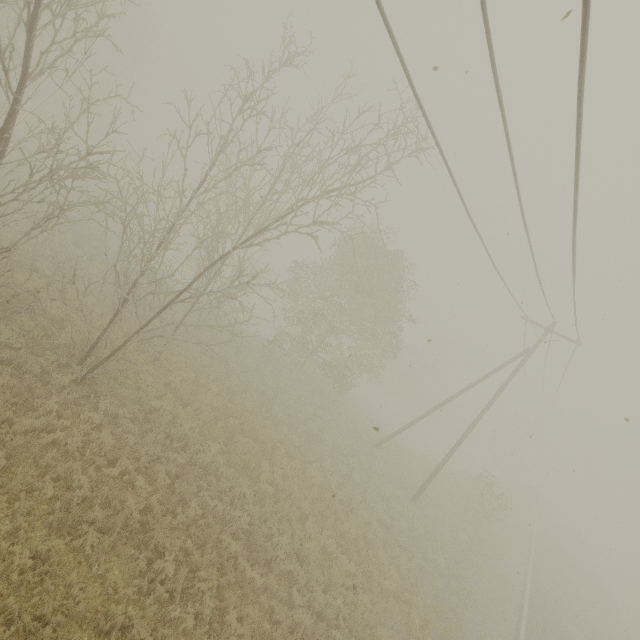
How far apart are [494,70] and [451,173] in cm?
275
